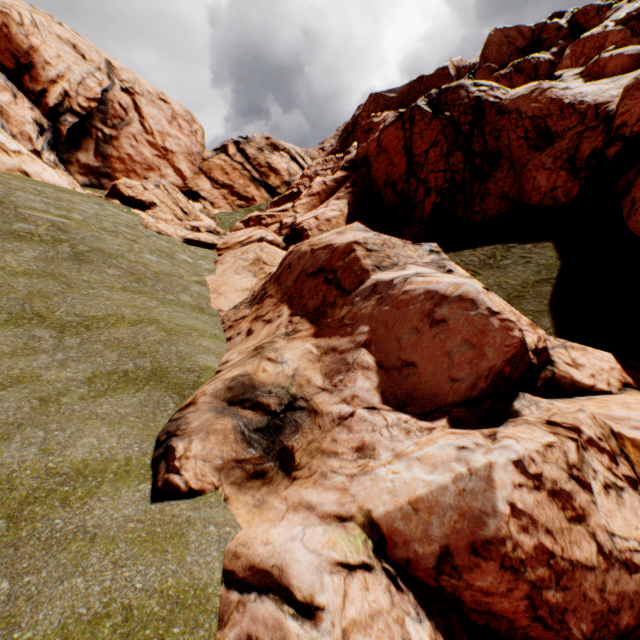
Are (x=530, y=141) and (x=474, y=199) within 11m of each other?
yes
